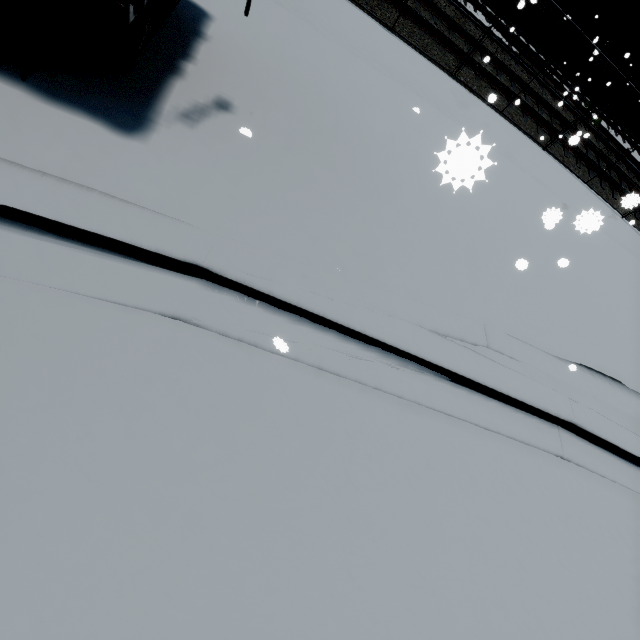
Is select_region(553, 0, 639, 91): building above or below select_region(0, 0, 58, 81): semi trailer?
above

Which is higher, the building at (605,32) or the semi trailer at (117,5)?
the building at (605,32)

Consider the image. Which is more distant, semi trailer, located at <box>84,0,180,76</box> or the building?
the building

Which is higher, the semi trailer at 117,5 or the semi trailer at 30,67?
the semi trailer at 117,5

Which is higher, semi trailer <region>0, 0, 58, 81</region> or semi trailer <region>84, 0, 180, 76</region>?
semi trailer <region>84, 0, 180, 76</region>

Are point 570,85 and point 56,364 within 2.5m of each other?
no
